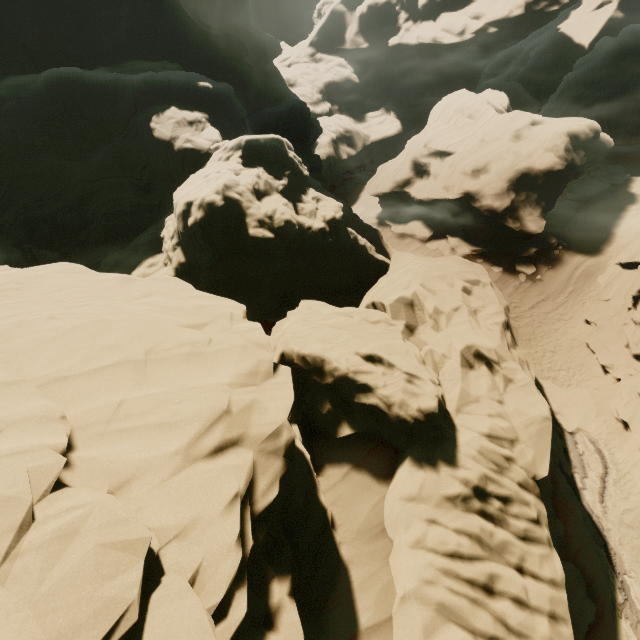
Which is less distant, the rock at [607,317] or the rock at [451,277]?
the rock at [451,277]

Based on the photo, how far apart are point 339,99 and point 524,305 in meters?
42.3 m

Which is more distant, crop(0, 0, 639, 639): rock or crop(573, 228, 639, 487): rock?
crop(573, 228, 639, 487): rock
